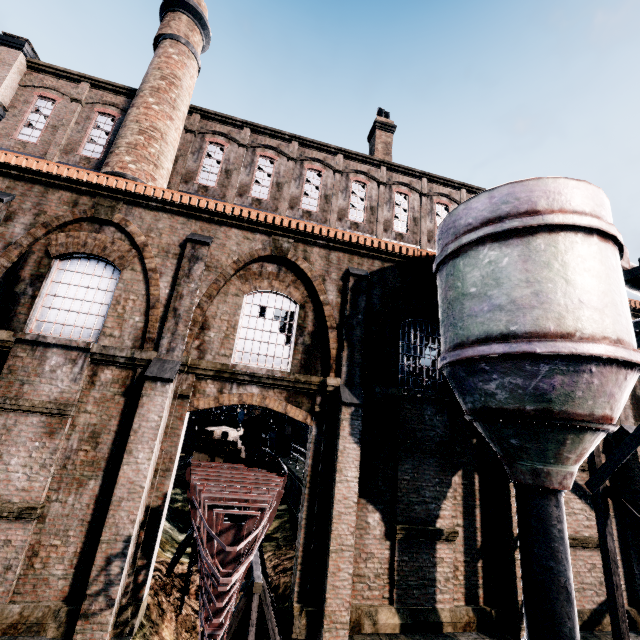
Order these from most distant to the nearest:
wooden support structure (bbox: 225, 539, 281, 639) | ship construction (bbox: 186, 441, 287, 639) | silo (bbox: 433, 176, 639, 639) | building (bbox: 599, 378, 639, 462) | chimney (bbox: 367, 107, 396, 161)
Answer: chimney (bbox: 367, 107, 396, 161)
building (bbox: 599, 378, 639, 462)
wooden support structure (bbox: 225, 539, 281, 639)
silo (bbox: 433, 176, 639, 639)
ship construction (bbox: 186, 441, 287, 639)

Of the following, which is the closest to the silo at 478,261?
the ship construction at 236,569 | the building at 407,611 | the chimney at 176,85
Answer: the building at 407,611

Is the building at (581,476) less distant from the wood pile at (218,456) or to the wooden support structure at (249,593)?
the wooden support structure at (249,593)

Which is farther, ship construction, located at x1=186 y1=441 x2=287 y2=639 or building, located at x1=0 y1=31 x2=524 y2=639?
building, located at x1=0 y1=31 x2=524 y2=639

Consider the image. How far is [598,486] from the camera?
10.0 meters

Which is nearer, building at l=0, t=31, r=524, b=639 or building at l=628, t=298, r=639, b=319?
building at l=0, t=31, r=524, b=639

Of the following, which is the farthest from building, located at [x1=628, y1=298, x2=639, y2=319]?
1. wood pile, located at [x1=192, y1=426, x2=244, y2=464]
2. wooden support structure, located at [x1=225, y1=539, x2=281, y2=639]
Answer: wood pile, located at [x1=192, y1=426, x2=244, y2=464]

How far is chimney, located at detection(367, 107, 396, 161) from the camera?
22.35m
